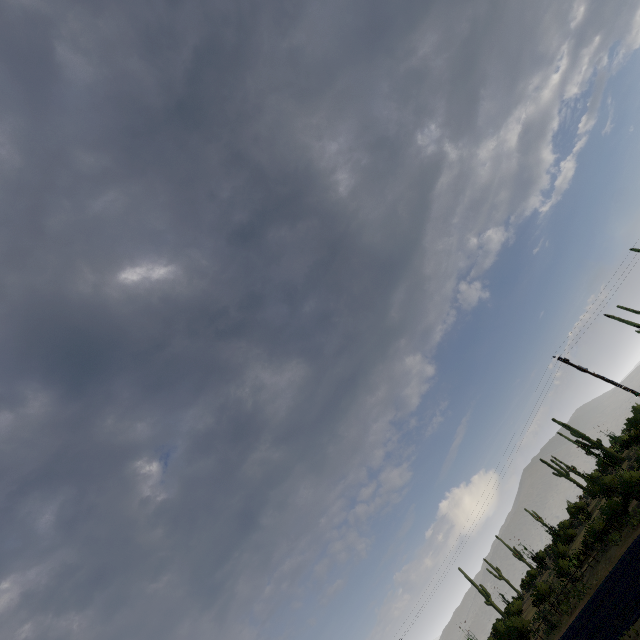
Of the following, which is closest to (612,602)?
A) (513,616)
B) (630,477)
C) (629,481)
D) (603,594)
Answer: (603,594)
